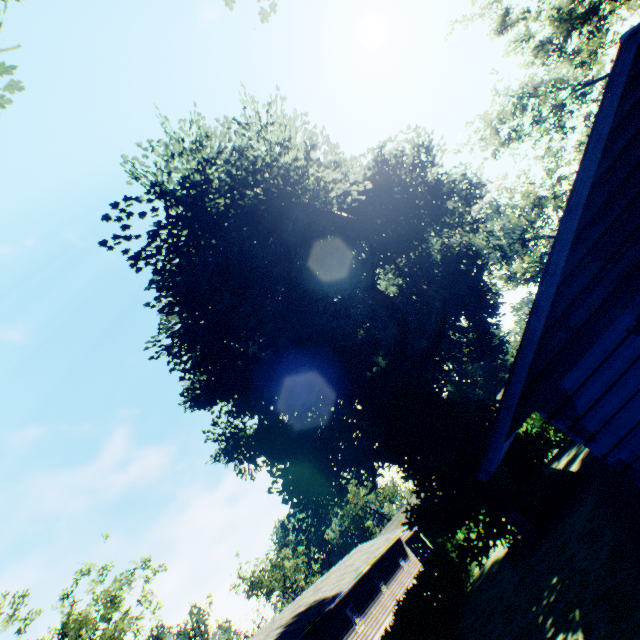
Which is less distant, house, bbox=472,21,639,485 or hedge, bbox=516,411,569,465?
house, bbox=472,21,639,485

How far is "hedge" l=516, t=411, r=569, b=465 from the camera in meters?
25.8 m

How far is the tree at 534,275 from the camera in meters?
49.3 m

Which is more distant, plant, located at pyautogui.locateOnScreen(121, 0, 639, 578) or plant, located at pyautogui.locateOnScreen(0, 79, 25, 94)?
plant, located at pyautogui.locateOnScreen(121, 0, 639, 578)

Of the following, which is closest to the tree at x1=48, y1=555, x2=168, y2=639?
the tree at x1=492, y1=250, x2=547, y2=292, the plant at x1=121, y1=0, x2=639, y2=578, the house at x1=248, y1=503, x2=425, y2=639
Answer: the plant at x1=121, y1=0, x2=639, y2=578

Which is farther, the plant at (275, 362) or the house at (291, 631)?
the house at (291, 631)

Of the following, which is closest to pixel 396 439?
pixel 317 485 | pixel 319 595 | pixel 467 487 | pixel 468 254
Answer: pixel 467 487

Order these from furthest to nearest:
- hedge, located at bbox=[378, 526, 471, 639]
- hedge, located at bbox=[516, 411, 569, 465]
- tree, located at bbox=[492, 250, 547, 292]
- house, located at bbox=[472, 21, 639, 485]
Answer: tree, located at bbox=[492, 250, 547, 292], hedge, located at bbox=[516, 411, 569, 465], hedge, located at bbox=[378, 526, 471, 639], house, located at bbox=[472, 21, 639, 485]
